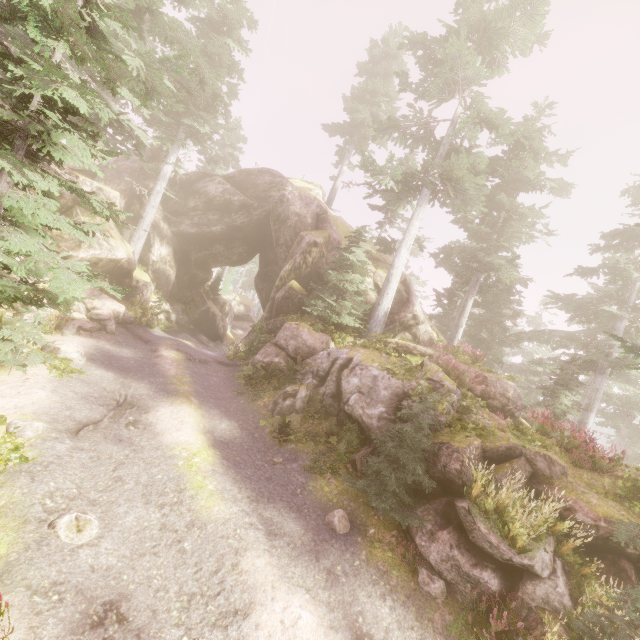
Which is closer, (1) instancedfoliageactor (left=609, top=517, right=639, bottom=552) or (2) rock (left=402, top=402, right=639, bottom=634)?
(1) instancedfoliageactor (left=609, top=517, right=639, bottom=552)

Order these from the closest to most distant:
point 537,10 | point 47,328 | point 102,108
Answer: point 47,328, point 102,108, point 537,10

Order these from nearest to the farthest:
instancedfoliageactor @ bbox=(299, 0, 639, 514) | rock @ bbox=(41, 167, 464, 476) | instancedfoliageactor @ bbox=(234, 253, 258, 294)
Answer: rock @ bbox=(41, 167, 464, 476) < instancedfoliageactor @ bbox=(299, 0, 639, 514) < instancedfoliageactor @ bbox=(234, 253, 258, 294)

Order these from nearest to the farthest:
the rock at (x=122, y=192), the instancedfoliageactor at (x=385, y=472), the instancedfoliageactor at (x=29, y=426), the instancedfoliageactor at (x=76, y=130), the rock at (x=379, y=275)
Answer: the instancedfoliageactor at (x=76, y=130) < the instancedfoliageactor at (x=29, y=426) < the instancedfoliageactor at (x=385, y=472) < the rock at (x=122, y=192) < the rock at (x=379, y=275)

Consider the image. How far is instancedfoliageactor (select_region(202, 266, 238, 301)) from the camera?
32.5 meters

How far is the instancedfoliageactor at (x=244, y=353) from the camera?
14.12m
